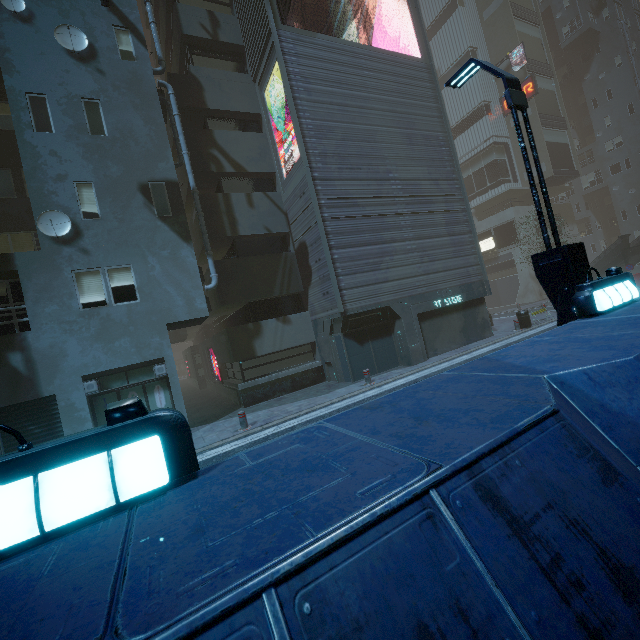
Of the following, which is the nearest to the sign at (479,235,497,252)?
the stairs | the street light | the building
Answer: the building

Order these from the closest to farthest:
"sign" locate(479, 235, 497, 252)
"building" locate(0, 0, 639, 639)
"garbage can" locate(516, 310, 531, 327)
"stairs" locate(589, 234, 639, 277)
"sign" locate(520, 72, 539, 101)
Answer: "building" locate(0, 0, 639, 639) < "garbage can" locate(516, 310, 531, 327) < "stairs" locate(589, 234, 639, 277) < "sign" locate(520, 72, 539, 101) < "sign" locate(479, 235, 497, 252)

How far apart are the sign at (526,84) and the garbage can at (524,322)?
28.18m

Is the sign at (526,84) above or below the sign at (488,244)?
above

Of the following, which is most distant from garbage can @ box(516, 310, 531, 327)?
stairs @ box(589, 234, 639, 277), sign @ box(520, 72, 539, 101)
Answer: sign @ box(520, 72, 539, 101)

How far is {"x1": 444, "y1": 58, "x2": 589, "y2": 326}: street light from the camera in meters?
5.2

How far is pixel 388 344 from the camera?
14.7m

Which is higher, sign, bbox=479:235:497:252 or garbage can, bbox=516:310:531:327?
sign, bbox=479:235:497:252
